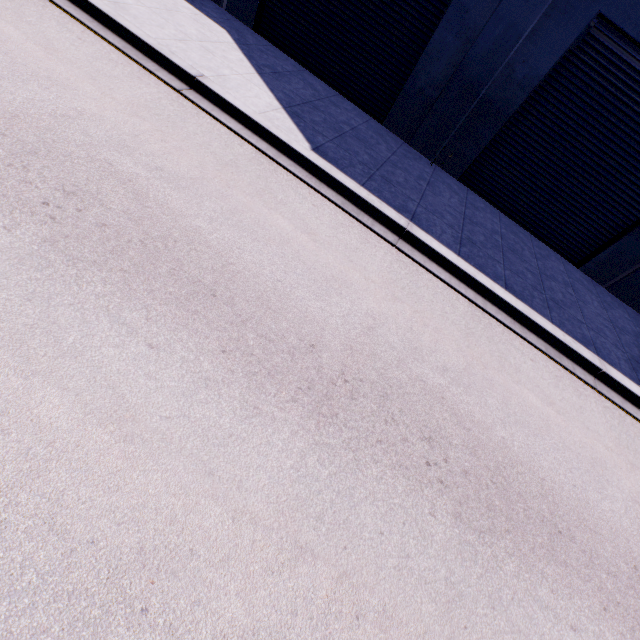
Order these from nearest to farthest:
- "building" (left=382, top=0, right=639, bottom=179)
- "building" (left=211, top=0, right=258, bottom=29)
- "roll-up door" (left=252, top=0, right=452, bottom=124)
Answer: "building" (left=382, top=0, right=639, bottom=179) → "roll-up door" (left=252, top=0, right=452, bottom=124) → "building" (left=211, top=0, right=258, bottom=29)

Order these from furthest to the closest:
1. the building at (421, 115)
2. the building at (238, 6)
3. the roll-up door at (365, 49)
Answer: the building at (238, 6)
the roll-up door at (365, 49)
the building at (421, 115)

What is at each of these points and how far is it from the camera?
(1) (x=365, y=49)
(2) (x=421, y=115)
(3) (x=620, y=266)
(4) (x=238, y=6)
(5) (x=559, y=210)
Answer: (1) roll-up door, 9.5m
(2) building, 9.7m
(3) building, 10.1m
(4) building, 9.8m
(5) roll-up door, 10.1m

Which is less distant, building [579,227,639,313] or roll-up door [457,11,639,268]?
roll-up door [457,11,639,268]

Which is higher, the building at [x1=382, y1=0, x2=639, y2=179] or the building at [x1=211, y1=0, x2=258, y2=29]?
the building at [x1=382, y1=0, x2=639, y2=179]

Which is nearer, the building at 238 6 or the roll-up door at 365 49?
the roll-up door at 365 49
